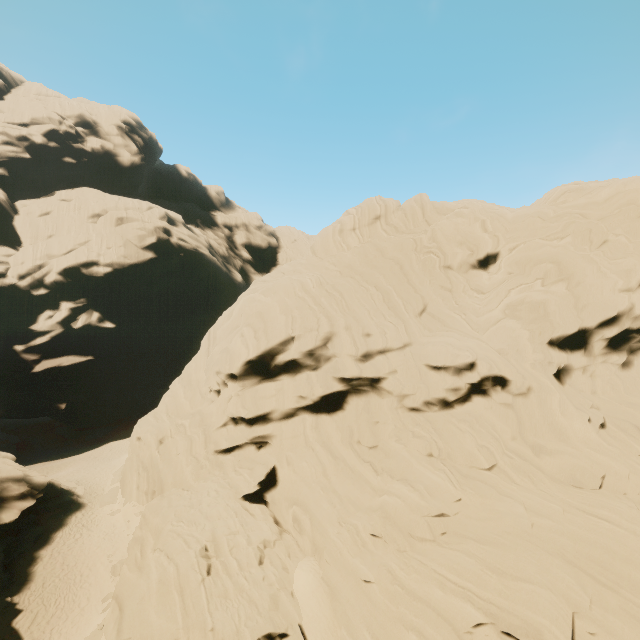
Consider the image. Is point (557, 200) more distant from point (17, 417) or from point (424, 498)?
point (17, 417)
